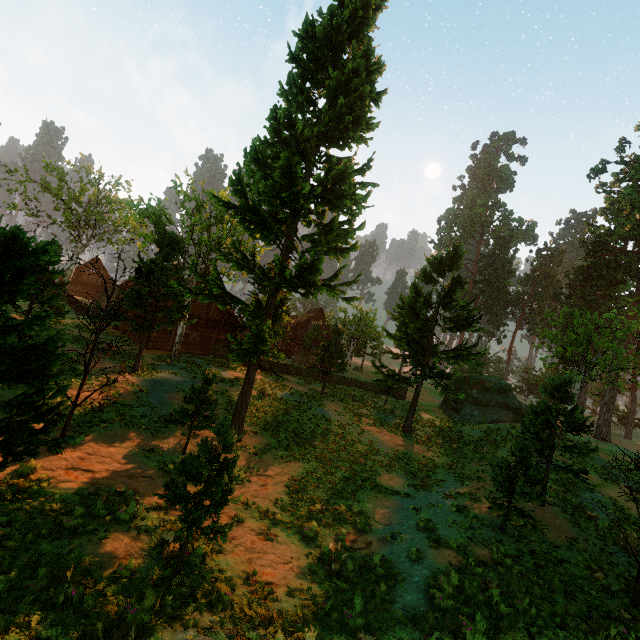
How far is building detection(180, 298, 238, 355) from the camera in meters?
29.0 m

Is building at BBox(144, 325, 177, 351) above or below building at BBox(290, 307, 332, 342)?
below

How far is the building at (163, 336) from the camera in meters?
26.4 m

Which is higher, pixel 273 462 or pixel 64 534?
pixel 64 534

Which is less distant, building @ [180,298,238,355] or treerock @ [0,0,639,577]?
treerock @ [0,0,639,577]

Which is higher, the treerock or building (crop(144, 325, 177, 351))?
the treerock

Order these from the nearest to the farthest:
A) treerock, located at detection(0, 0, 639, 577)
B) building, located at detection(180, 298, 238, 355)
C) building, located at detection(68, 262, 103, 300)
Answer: treerock, located at detection(0, 0, 639, 577) < building, located at detection(180, 298, 238, 355) < building, located at detection(68, 262, 103, 300)
